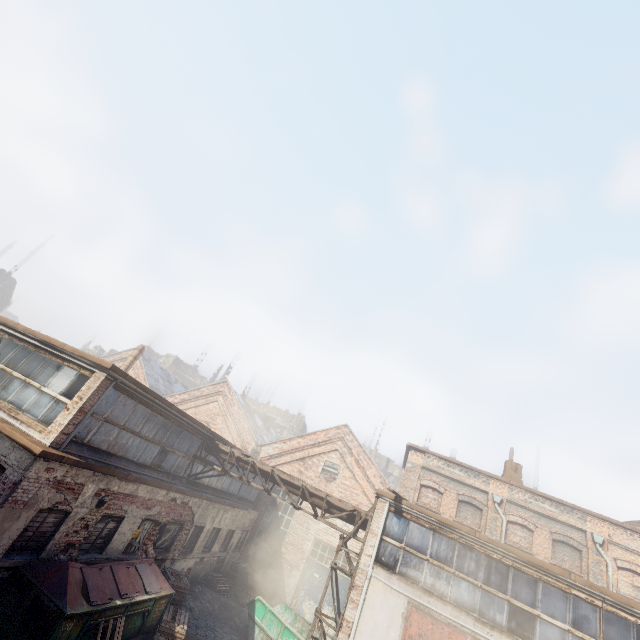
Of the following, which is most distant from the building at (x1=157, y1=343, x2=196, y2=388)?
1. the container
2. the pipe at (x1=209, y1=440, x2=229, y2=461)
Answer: the container

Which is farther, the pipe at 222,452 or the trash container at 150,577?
the pipe at 222,452

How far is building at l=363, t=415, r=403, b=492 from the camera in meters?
52.9 m

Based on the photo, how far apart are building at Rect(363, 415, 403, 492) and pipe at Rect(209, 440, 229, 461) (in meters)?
44.21

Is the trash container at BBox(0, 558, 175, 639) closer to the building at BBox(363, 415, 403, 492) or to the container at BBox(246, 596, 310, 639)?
the container at BBox(246, 596, 310, 639)

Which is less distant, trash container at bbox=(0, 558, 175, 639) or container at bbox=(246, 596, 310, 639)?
trash container at bbox=(0, 558, 175, 639)

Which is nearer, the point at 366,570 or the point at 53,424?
the point at 53,424

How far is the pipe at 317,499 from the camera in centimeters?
1234cm
